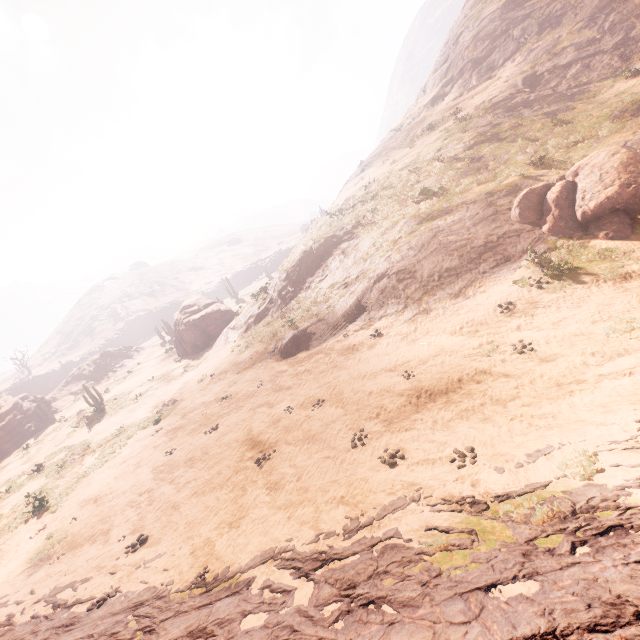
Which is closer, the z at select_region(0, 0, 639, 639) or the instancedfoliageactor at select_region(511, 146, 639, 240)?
the z at select_region(0, 0, 639, 639)

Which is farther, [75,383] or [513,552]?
[75,383]

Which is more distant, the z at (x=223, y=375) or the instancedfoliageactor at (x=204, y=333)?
the instancedfoliageactor at (x=204, y=333)

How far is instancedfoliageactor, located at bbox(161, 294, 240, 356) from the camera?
30.86m

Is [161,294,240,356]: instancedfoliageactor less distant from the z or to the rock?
the rock

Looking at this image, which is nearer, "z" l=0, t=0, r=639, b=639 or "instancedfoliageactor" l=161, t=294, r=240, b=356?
"z" l=0, t=0, r=639, b=639

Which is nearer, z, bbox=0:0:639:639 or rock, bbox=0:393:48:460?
z, bbox=0:0:639:639

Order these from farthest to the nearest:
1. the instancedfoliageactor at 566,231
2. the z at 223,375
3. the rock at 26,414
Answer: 1. the rock at 26,414
2. the instancedfoliageactor at 566,231
3. the z at 223,375
